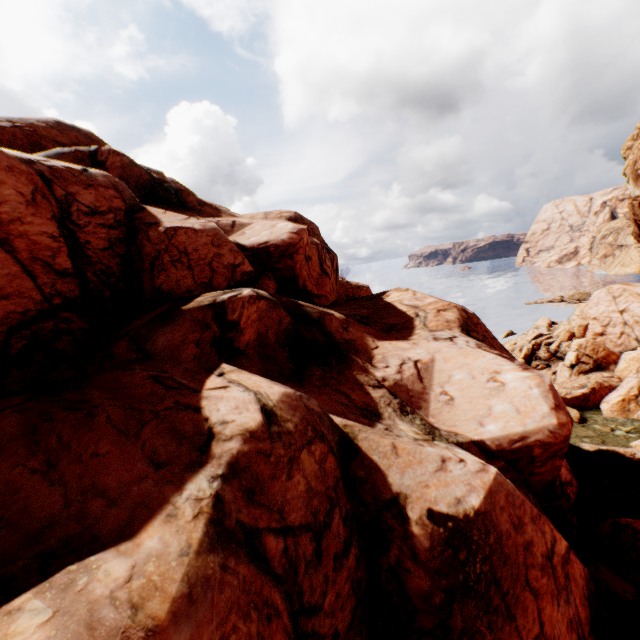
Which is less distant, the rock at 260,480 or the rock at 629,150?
the rock at 260,480

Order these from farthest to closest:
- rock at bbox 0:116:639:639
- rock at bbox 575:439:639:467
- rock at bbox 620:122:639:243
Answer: rock at bbox 620:122:639:243
rock at bbox 575:439:639:467
rock at bbox 0:116:639:639

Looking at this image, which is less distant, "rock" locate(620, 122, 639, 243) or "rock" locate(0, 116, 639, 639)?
"rock" locate(0, 116, 639, 639)

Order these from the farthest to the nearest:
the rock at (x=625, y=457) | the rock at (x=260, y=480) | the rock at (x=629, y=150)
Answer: the rock at (x=629, y=150) → the rock at (x=625, y=457) → the rock at (x=260, y=480)

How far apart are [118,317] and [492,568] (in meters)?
16.18

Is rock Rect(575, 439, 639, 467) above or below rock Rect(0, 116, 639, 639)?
below
